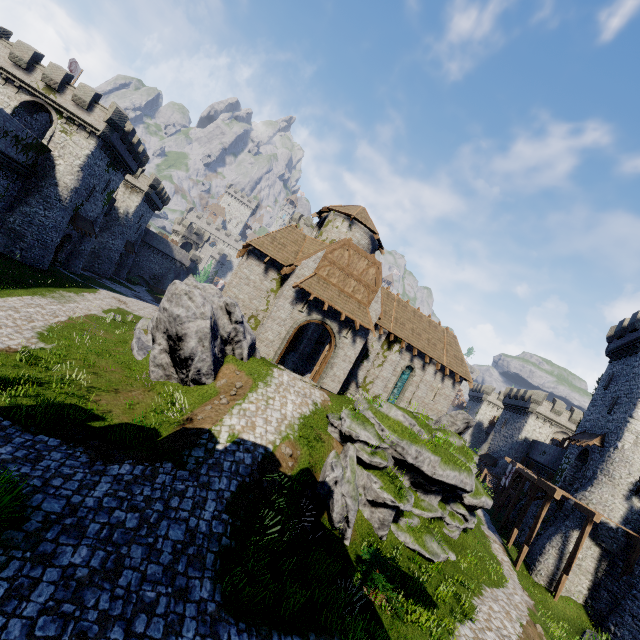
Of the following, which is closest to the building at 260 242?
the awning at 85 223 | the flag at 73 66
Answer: the awning at 85 223

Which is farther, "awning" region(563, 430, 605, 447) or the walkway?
"awning" region(563, 430, 605, 447)

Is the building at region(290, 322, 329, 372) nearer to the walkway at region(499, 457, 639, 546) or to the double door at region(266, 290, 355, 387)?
the double door at region(266, 290, 355, 387)

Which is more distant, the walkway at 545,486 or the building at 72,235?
the building at 72,235

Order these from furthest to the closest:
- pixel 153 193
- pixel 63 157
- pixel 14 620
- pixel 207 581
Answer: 1. pixel 153 193
2. pixel 63 157
3. pixel 207 581
4. pixel 14 620

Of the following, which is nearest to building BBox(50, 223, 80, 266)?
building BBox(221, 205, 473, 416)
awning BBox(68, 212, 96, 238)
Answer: awning BBox(68, 212, 96, 238)

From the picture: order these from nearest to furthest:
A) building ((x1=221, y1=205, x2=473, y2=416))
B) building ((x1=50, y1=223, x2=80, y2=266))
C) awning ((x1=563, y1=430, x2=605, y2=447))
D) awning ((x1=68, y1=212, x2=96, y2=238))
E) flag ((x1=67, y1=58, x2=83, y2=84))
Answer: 1. building ((x1=221, y1=205, x2=473, y2=416))
2. awning ((x1=563, y1=430, x2=605, y2=447))
3. awning ((x1=68, y1=212, x2=96, y2=238))
4. building ((x1=50, y1=223, x2=80, y2=266))
5. flag ((x1=67, y1=58, x2=83, y2=84))

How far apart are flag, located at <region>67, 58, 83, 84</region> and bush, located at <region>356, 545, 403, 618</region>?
51.33m
